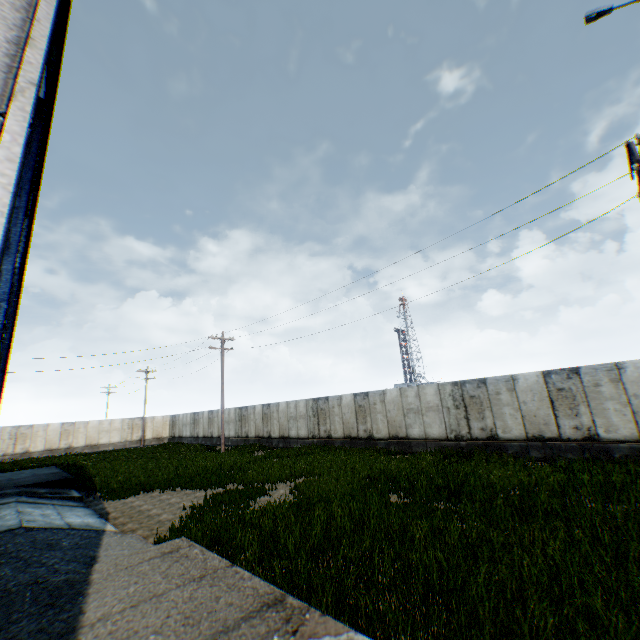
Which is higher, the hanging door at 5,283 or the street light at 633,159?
the street light at 633,159

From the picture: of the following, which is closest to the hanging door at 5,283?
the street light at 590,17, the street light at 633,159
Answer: the street light at 590,17

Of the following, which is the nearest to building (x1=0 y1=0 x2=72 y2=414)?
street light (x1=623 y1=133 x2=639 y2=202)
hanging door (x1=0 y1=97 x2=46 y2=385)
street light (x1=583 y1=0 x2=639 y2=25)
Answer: hanging door (x1=0 y1=97 x2=46 y2=385)

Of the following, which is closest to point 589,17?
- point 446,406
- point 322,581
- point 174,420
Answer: point 322,581

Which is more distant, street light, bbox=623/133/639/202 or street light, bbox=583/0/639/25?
street light, bbox=623/133/639/202

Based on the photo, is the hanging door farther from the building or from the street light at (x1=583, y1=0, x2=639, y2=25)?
the street light at (x1=583, y1=0, x2=639, y2=25)

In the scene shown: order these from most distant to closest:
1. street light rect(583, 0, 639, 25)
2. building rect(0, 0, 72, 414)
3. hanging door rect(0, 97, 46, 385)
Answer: hanging door rect(0, 97, 46, 385) < street light rect(583, 0, 639, 25) < building rect(0, 0, 72, 414)
